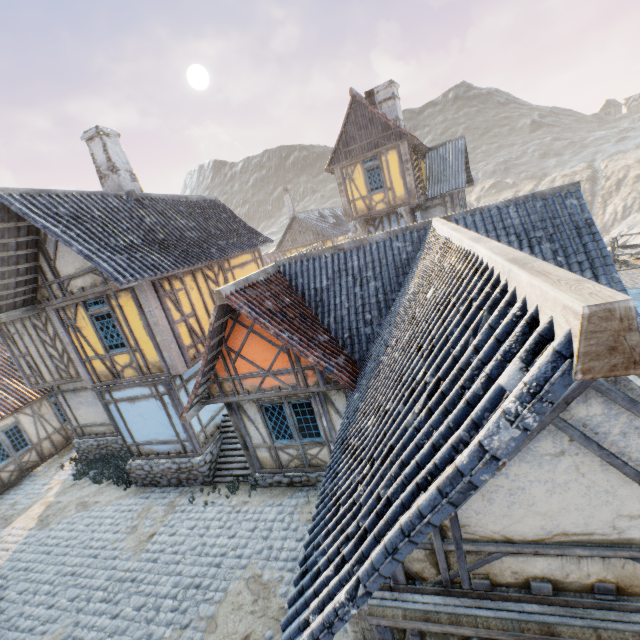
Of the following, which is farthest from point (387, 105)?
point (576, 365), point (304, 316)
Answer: point (576, 365)

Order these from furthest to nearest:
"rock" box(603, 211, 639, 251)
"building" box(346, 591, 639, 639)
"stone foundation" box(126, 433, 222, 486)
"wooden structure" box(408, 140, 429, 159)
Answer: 1. "rock" box(603, 211, 639, 251)
2. "wooden structure" box(408, 140, 429, 159)
3. "stone foundation" box(126, 433, 222, 486)
4. "building" box(346, 591, 639, 639)

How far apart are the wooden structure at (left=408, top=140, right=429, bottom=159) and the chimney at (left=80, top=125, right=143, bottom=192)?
14.10m

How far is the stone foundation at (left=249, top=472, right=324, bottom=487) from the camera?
9.4m

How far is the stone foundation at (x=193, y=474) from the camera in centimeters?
1065cm

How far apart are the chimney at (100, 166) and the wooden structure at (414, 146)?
14.1 meters

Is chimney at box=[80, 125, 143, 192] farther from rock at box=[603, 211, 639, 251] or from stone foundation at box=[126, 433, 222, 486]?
rock at box=[603, 211, 639, 251]

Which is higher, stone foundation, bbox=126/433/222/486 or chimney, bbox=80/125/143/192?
chimney, bbox=80/125/143/192
